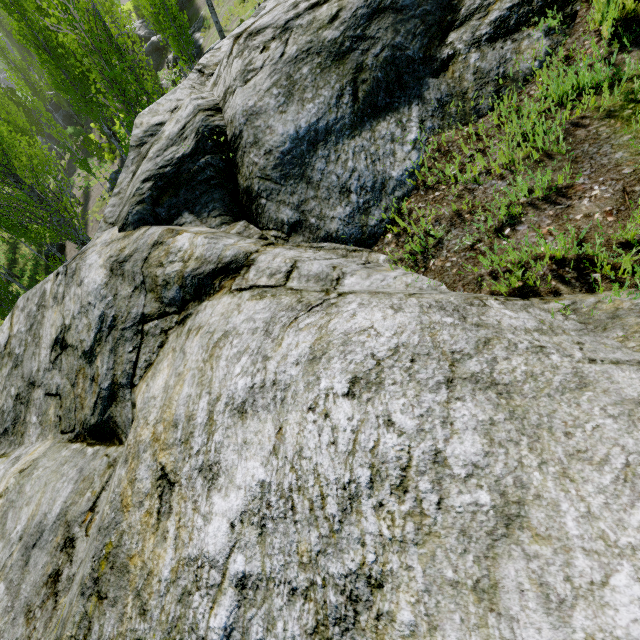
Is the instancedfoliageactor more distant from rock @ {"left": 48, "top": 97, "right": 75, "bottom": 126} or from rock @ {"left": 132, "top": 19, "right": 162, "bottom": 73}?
rock @ {"left": 48, "top": 97, "right": 75, "bottom": 126}

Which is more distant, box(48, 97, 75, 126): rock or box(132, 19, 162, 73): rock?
box(48, 97, 75, 126): rock

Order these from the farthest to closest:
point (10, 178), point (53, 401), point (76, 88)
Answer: point (76, 88)
point (10, 178)
point (53, 401)

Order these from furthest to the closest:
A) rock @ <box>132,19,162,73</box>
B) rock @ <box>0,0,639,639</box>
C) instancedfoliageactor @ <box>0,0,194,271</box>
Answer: rock @ <box>132,19,162,73</box> → instancedfoliageactor @ <box>0,0,194,271</box> → rock @ <box>0,0,639,639</box>

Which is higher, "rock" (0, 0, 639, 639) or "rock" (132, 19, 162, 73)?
"rock" (0, 0, 639, 639)

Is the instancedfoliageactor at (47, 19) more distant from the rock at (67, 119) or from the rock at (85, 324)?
the rock at (67, 119)

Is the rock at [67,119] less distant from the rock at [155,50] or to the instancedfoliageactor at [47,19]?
the instancedfoliageactor at [47,19]
